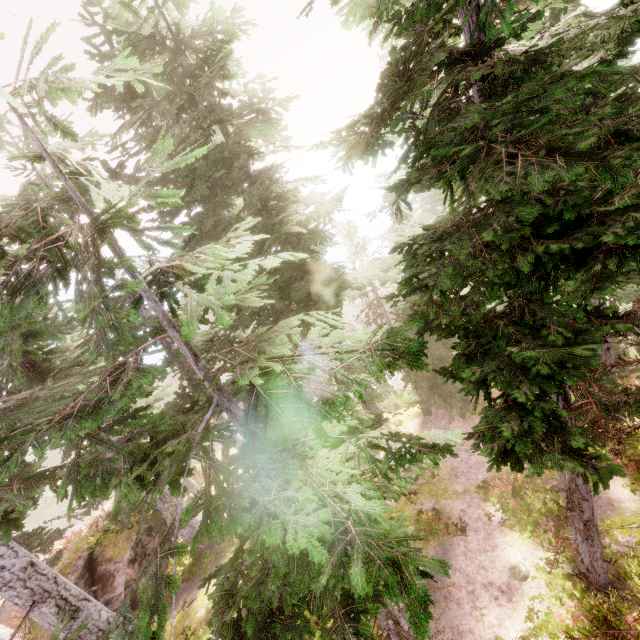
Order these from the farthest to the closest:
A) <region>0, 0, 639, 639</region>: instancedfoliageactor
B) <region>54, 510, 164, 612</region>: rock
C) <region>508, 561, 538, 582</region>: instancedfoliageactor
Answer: <region>54, 510, 164, 612</region>: rock < <region>508, 561, 538, 582</region>: instancedfoliageactor < <region>0, 0, 639, 639</region>: instancedfoliageactor

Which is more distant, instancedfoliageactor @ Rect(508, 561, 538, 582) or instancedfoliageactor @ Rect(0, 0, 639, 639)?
instancedfoliageactor @ Rect(508, 561, 538, 582)

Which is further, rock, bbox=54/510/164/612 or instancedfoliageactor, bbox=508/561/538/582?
rock, bbox=54/510/164/612

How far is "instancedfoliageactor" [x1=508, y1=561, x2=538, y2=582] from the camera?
9.6 meters

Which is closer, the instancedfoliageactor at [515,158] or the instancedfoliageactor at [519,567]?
the instancedfoliageactor at [515,158]

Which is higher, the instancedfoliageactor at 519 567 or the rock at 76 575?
the rock at 76 575

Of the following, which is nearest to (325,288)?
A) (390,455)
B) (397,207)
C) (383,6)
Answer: (397,207)
